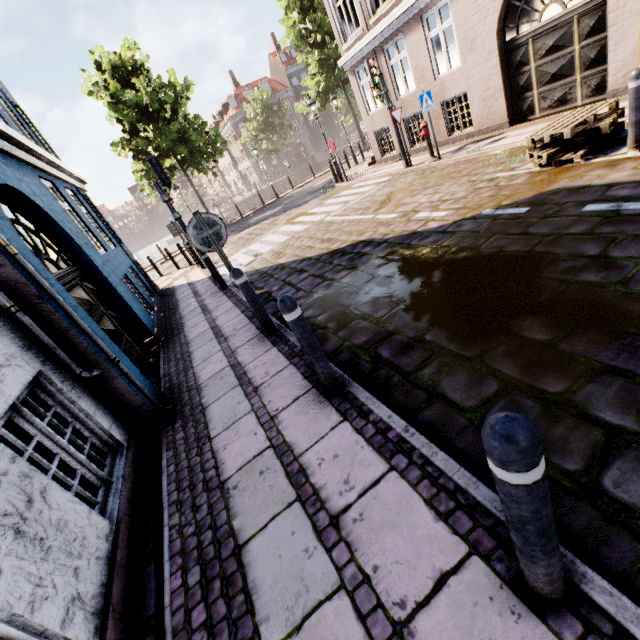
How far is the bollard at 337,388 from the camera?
2.7 meters

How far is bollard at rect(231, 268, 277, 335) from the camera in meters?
4.4 m

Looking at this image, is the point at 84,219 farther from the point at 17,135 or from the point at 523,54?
the point at 523,54

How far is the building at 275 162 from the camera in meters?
52.8 m

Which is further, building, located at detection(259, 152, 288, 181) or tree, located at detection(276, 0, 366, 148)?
building, located at detection(259, 152, 288, 181)

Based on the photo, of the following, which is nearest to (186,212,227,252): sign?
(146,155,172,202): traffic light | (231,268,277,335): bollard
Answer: (231,268,277,335): bollard

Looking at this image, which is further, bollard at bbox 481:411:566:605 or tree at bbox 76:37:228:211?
tree at bbox 76:37:228:211

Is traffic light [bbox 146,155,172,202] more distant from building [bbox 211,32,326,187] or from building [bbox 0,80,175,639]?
building [bbox 211,32,326,187]
